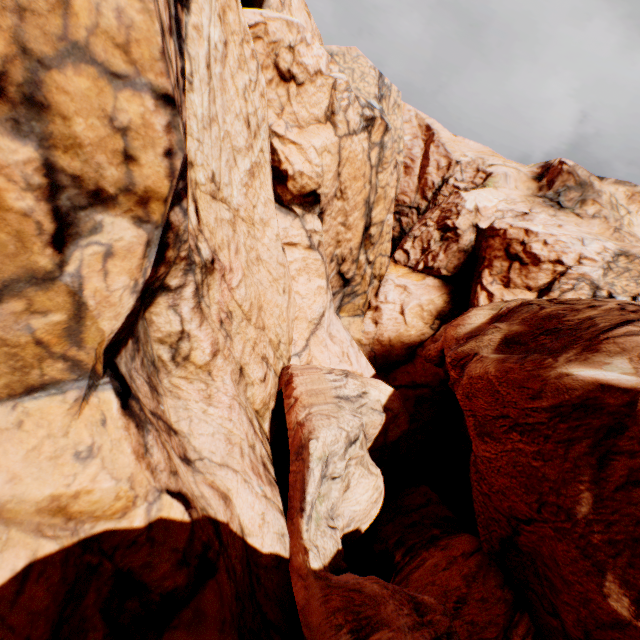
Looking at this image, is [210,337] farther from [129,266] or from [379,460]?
[379,460]
